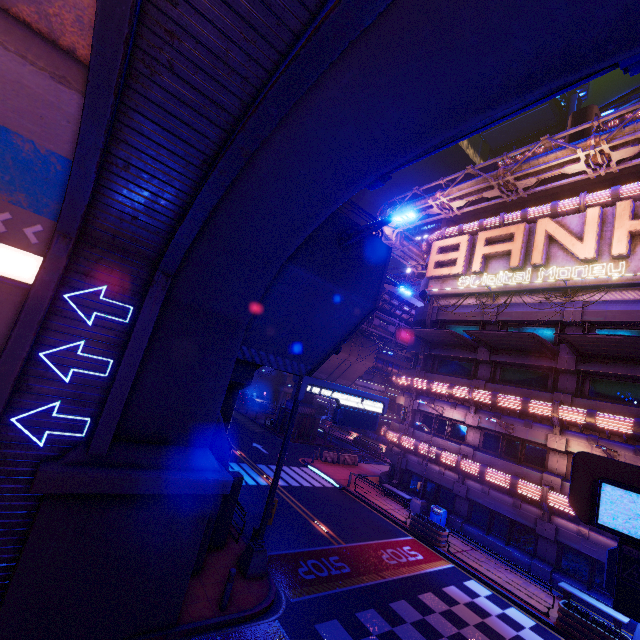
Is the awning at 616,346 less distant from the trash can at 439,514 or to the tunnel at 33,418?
the trash can at 439,514

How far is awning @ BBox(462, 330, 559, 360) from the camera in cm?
1839

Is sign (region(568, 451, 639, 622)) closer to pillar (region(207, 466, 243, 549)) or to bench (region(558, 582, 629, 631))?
pillar (region(207, 466, 243, 549))

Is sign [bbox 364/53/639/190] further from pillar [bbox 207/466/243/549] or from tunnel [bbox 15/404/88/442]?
pillar [bbox 207/466/243/549]

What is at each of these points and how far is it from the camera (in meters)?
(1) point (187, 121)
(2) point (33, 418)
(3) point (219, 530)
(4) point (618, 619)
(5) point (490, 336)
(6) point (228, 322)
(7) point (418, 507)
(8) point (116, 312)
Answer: (1) tunnel, 5.67
(2) tunnel, 7.11
(3) pillar, 12.44
(4) bench, 13.95
(5) awning, 20.38
(6) wall arch, 9.76
(7) street light, 22.11
(8) tunnel, 8.02

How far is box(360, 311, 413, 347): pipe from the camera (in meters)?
36.31

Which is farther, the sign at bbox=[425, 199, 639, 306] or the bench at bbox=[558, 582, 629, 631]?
the sign at bbox=[425, 199, 639, 306]

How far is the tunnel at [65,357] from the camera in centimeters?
733cm
